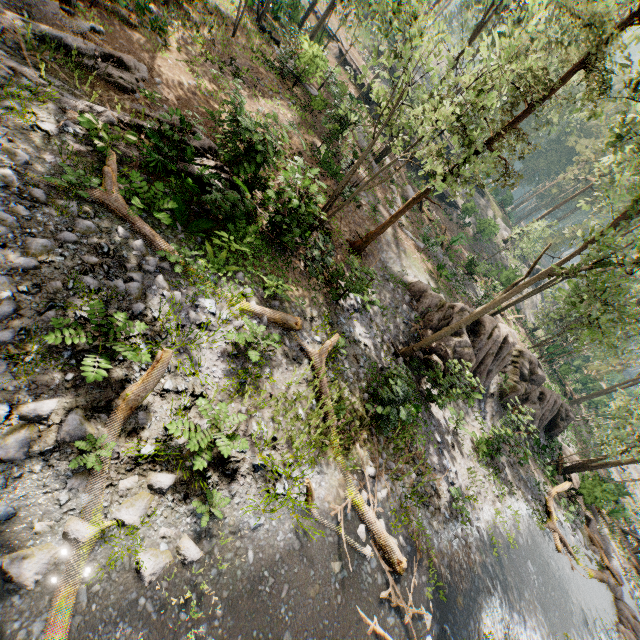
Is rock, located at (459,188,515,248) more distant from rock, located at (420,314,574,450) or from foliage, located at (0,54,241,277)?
rock, located at (420,314,574,450)

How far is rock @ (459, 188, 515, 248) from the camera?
38.50m

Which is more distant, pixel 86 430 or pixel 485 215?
pixel 485 215

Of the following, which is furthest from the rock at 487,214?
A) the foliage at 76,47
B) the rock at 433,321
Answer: the rock at 433,321

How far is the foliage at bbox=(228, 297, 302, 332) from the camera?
8.81m

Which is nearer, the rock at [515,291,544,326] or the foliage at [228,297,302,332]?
the foliage at [228,297,302,332]

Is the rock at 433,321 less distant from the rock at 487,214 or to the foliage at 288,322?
the foliage at 288,322
